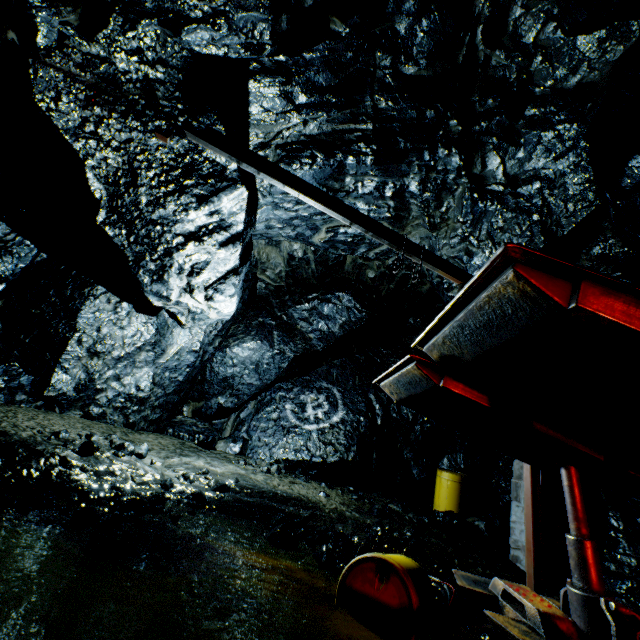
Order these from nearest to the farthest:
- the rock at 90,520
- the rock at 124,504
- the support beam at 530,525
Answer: the rock at 90,520
the rock at 124,504
the support beam at 530,525

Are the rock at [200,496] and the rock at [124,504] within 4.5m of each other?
yes

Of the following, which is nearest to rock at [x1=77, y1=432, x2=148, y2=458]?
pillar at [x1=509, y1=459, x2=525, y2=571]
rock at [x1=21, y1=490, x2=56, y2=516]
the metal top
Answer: pillar at [x1=509, y1=459, x2=525, y2=571]

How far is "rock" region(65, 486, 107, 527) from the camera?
3.3 meters

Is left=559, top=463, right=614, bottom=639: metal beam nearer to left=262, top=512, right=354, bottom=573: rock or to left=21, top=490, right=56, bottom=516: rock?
left=262, top=512, right=354, bottom=573: rock

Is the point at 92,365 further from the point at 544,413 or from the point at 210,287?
the point at 544,413

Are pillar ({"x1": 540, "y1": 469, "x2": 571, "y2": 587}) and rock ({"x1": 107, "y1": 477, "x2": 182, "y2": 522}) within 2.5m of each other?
no

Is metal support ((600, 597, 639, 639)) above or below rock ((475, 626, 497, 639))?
above
